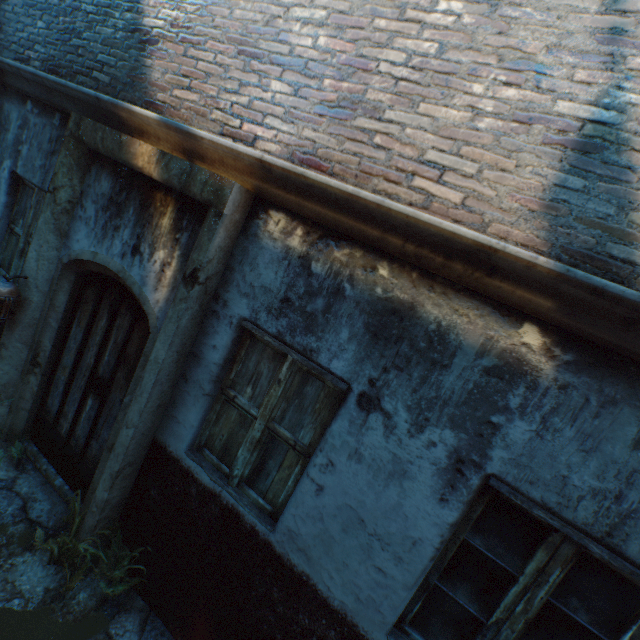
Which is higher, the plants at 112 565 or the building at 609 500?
the building at 609 500

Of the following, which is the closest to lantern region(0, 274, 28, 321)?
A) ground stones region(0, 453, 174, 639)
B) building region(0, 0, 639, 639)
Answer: ground stones region(0, 453, 174, 639)

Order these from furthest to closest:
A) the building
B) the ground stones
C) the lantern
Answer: the lantern < the ground stones < the building

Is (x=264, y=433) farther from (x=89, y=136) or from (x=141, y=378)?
(x=89, y=136)

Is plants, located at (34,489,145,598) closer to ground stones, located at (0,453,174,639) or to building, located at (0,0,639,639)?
ground stones, located at (0,453,174,639)

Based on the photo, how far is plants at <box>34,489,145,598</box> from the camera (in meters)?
2.80

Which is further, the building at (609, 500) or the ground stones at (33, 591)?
the ground stones at (33, 591)

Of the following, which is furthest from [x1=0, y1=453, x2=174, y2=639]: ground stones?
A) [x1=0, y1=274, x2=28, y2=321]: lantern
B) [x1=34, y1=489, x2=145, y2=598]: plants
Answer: [x1=0, y1=274, x2=28, y2=321]: lantern
